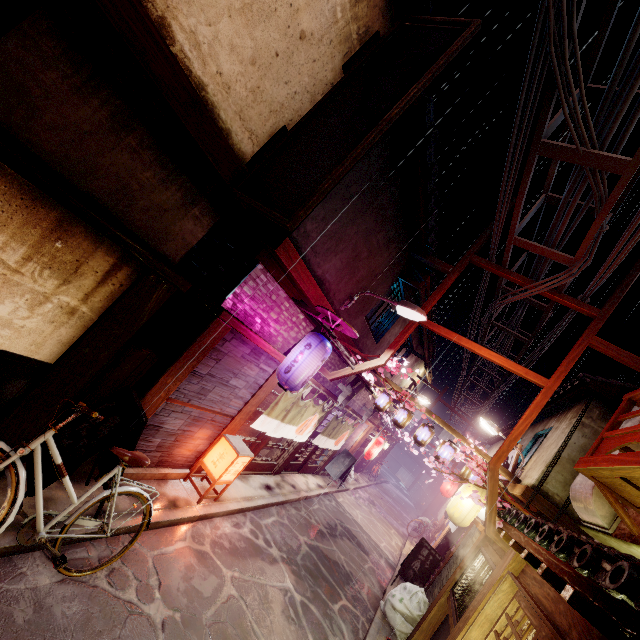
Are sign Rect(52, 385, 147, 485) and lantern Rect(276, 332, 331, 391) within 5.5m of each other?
yes

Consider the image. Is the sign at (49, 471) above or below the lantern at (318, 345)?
below

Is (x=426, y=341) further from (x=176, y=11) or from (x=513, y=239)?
(x=176, y=11)

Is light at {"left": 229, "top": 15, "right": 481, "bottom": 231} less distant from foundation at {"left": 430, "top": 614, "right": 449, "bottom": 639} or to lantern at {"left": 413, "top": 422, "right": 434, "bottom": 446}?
foundation at {"left": 430, "top": 614, "right": 449, "bottom": 639}

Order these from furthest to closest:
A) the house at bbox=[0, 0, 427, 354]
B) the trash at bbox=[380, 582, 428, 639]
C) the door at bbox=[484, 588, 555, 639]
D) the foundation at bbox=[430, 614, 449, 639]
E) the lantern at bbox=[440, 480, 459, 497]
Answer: the lantern at bbox=[440, 480, 459, 497] → the trash at bbox=[380, 582, 428, 639] → the foundation at bbox=[430, 614, 449, 639] → the door at bbox=[484, 588, 555, 639] → the house at bbox=[0, 0, 427, 354]

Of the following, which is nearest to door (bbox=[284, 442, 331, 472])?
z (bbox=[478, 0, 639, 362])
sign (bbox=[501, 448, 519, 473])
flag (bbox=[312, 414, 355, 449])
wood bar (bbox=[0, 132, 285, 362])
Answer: flag (bbox=[312, 414, 355, 449])

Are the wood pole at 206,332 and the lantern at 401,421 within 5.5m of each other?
no

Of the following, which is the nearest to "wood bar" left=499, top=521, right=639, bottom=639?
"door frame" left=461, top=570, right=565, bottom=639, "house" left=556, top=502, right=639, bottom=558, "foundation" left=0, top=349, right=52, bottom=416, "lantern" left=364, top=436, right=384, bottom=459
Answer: "door frame" left=461, top=570, right=565, bottom=639
